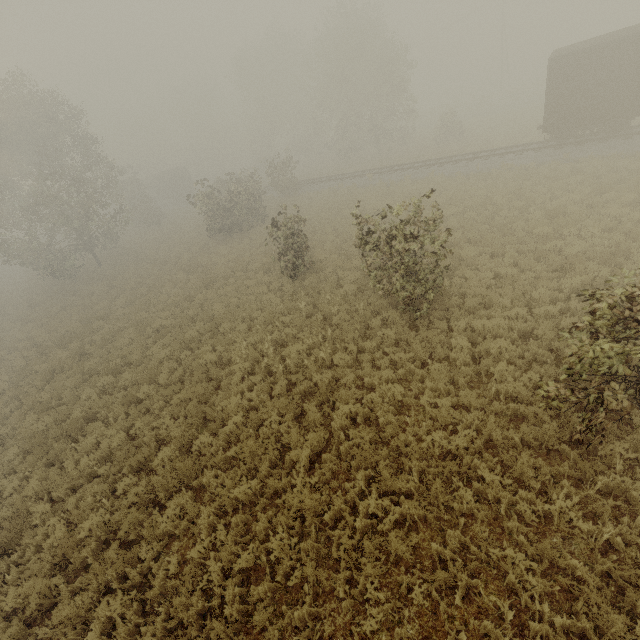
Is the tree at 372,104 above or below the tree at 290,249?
above

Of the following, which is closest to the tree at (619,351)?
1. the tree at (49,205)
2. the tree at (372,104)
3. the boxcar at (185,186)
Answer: the tree at (372,104)

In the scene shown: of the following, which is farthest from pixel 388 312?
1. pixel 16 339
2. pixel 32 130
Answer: pixel 32 130

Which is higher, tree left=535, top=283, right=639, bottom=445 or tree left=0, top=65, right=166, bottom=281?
tree left=0, top=65, right=166, bottom=281

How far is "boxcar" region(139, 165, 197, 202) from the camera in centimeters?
4878cm

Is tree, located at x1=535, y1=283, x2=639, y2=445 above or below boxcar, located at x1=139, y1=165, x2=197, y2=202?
below

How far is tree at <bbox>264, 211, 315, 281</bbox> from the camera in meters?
14.8
